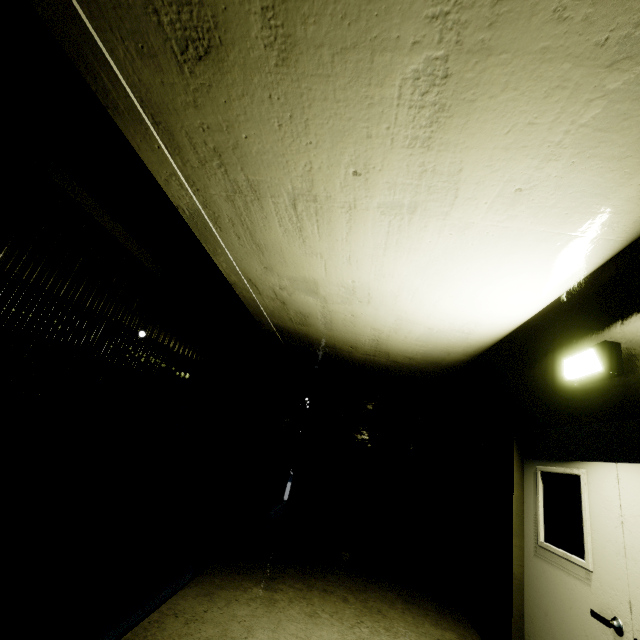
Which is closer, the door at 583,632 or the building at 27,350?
the building at 27,350

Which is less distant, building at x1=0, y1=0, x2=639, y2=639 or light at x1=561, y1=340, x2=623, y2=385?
building at x1=0, y1=0, x2=639, y2=639

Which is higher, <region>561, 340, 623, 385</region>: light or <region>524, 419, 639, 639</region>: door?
<region>561, 340, 623, 385</region>: light

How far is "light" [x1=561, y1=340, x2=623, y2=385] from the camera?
2.6m

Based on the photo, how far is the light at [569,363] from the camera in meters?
2.6 m

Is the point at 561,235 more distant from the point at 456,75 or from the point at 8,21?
the point at 8,21

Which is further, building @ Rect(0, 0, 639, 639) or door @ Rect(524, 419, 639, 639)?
door @ Rect(524, 419, 639, 639)
